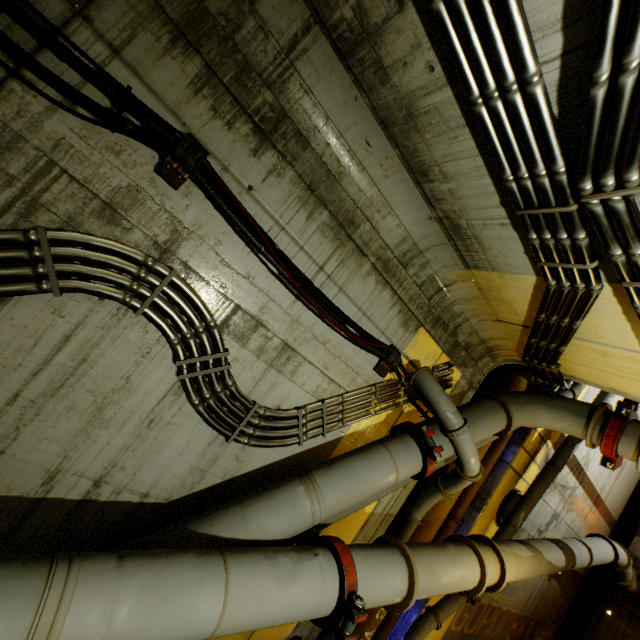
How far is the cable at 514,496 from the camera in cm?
650

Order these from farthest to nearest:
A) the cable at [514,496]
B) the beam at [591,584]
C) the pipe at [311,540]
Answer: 1. the beam at [591,584]
2. the cable at [514,496]
3. the pipe at [311,540]

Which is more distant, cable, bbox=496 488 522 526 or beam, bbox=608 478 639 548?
beam, bbox=608 478 639 548

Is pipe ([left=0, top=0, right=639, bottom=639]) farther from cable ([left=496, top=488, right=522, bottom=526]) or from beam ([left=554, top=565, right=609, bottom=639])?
beam ([left=554, top=565, right=609, bottom=639])

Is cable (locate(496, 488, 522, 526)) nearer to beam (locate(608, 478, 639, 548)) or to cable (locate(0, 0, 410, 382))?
cable (locate(0, 0, 410, 382))

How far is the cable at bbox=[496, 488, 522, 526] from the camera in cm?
650

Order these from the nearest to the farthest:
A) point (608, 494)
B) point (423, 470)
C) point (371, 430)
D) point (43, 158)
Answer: point (43, 158) → point (423, 470) → point (371, 430) → point (608, 494)
